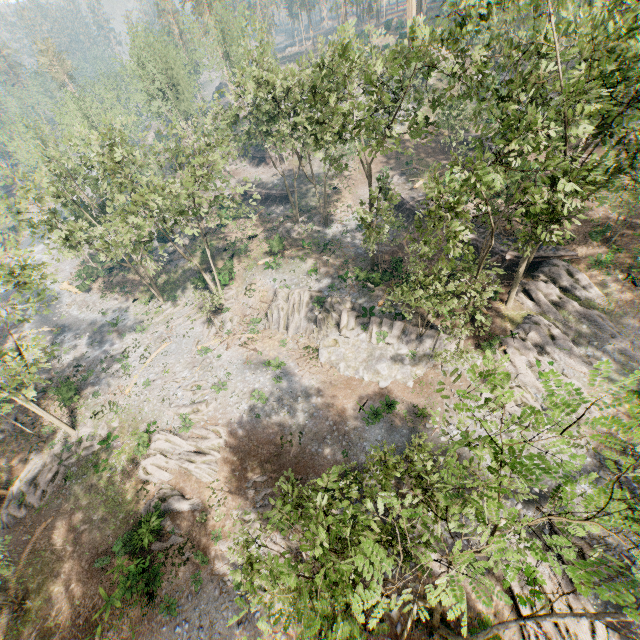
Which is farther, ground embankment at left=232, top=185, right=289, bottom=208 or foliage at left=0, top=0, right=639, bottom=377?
ground embankment at left=232, top=185, right=289, bottom=208

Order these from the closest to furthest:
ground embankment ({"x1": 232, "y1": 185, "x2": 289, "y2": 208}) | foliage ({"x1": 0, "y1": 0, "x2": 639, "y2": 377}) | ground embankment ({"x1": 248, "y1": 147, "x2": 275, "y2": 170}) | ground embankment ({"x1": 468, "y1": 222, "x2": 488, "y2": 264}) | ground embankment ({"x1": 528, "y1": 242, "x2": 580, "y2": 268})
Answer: foliage ({"x1": 0, "y1": 0, "x2": 639, "y2": 377}) → ground embankment ({"x1": 528, "y1": 242, "x2": 580, "y2": 268}) → ground embankment ({"x1": 468, "y1": 222, "x2": 488, "y2": 264}) → ground embankment ({"x1": 232, "y1": 185, "x2": 289, "y2": 208}) → ground embankment ({"x1": 248, "y1": 147, "x2": 275, "y2": 170})

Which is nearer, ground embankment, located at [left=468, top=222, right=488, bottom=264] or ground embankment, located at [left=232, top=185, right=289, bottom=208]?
ground embankment, located at [left=468, top=222, right=488, bottom=264]

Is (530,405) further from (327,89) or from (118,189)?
(118,189)

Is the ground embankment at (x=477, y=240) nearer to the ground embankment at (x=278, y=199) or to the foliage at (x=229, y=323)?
the foliage at (x=229, y=323)

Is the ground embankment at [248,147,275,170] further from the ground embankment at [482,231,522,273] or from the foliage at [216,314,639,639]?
the ground embankment at [482,231,522,273]

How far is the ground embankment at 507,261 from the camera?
29.7 meters

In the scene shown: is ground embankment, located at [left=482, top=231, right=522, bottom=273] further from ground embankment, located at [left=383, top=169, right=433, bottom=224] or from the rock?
the rock
